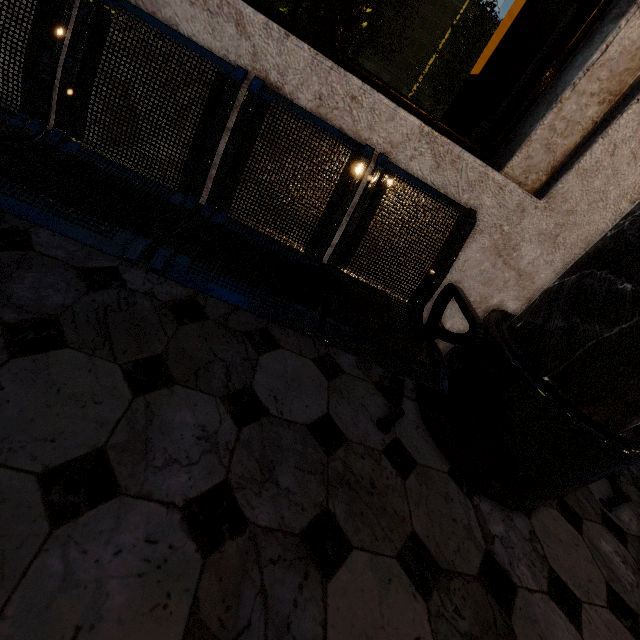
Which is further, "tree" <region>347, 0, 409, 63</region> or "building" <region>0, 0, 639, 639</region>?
"tree" <region>347, 0, 409, 63</region>

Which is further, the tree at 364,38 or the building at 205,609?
the tree at 364,38

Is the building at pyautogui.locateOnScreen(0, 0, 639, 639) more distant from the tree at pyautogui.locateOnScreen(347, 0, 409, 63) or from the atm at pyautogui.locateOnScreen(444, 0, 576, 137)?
the tree at pyautogui.locateOnScreen(347, 0, 409, 63)

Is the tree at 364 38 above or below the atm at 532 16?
above

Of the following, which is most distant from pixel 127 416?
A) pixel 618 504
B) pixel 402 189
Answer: pixel 618 504

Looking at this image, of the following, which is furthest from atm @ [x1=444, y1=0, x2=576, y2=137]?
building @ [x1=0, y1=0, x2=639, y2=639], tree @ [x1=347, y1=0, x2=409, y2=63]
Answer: tree @ [x1=347, y1=0, x2=409, y2=63]

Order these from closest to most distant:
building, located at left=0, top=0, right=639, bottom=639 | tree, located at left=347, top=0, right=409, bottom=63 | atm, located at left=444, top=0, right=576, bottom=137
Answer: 1. building, located at left=0, top=0, right=639, bottom=639
2. atm, located at left=444, top=0, right=576, bottom=137
3. tree, located at left=347, top=0, right=409, bottom=63
